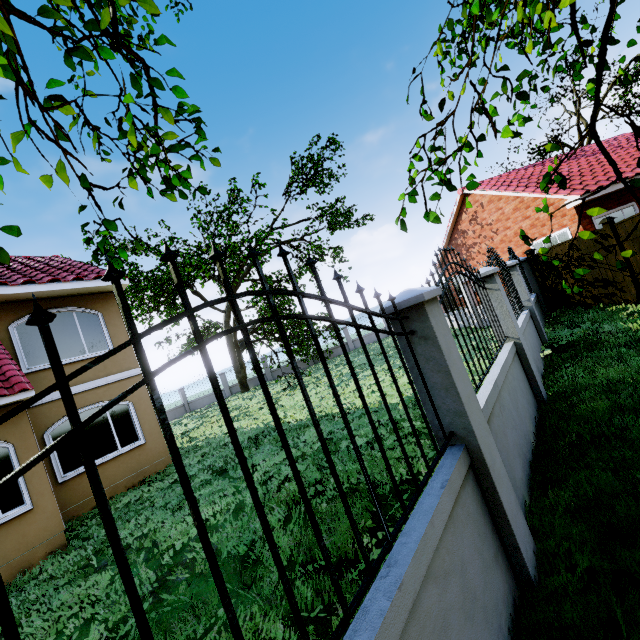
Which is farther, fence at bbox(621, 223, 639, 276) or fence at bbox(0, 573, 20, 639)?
fence at bbox(621, 223, 639, 276)

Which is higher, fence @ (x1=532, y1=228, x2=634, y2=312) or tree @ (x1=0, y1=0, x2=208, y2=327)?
tree @ (x1=0, y1=0, x2=208, y2=327)

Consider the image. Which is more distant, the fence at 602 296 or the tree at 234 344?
the tree at 234 344

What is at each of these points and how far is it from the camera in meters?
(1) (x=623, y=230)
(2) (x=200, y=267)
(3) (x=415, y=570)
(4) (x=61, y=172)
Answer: (1) fence, 8.3
(2) tree, 16.0
(3) fence, 1.7
(4) tree, 1.9

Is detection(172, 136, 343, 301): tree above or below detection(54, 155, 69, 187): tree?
above

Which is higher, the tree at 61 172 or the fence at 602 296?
the tree at 61 172

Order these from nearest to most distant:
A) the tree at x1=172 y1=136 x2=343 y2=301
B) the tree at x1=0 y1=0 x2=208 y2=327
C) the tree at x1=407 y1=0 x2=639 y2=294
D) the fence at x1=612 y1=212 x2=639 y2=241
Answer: the tree at x1=0 y1=0 x2=208 y2=327
the tree at x1=407 y1=0 x2=639 y2=294
the fence at x1=612 y1=212 x2=639 y2=241
the tree at x1=172 y1=136 x2=343 y2=301
